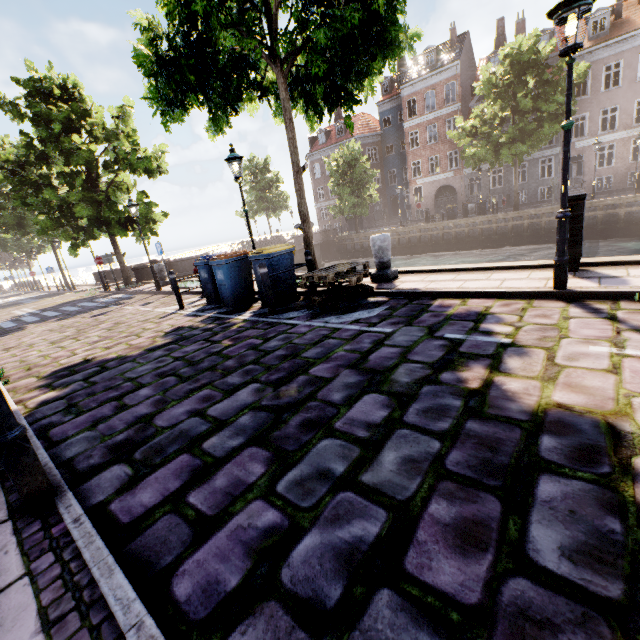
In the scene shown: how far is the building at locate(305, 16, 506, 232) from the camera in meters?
31.8 m

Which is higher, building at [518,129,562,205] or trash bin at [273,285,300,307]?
building at [518,129,562,205]

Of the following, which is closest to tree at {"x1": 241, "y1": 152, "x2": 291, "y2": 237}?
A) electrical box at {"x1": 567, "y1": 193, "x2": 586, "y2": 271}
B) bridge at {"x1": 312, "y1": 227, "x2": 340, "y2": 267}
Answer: bridge at {"x1": 312, "y1": 227, "x2": 340, "y2": 267}

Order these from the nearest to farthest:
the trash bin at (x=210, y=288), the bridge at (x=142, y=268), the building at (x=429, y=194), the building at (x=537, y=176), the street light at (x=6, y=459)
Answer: the street light at (x=6, y=459), the trash bin at (x=210, y=288), the bridge at (x=142, y=268), the building at (x=537, y=176), the building at (x=429, y=194)

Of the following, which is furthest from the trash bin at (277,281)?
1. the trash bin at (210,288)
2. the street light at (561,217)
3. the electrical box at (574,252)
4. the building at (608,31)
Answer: the building at (608,31)

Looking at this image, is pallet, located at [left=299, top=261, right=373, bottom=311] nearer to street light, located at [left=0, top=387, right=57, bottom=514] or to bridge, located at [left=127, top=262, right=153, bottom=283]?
street light, located at [left=0, top=387, right=57, bottom=514]

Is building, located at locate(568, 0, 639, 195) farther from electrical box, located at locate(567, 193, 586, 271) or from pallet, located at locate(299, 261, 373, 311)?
pallet, located at locate(299, 261, 373, 311)

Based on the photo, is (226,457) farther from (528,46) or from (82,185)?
(528,46)
